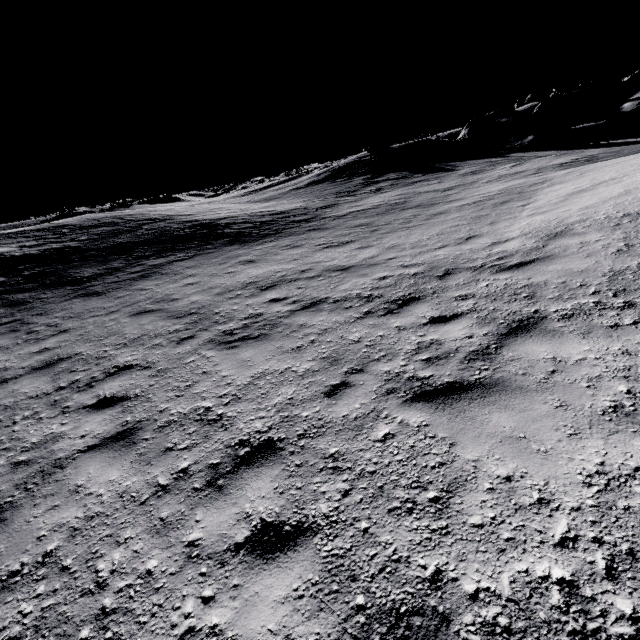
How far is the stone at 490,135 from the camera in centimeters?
3327cm

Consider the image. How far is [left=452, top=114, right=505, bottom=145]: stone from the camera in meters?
33.3

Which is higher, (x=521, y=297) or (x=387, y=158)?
(x=387, y=158)
